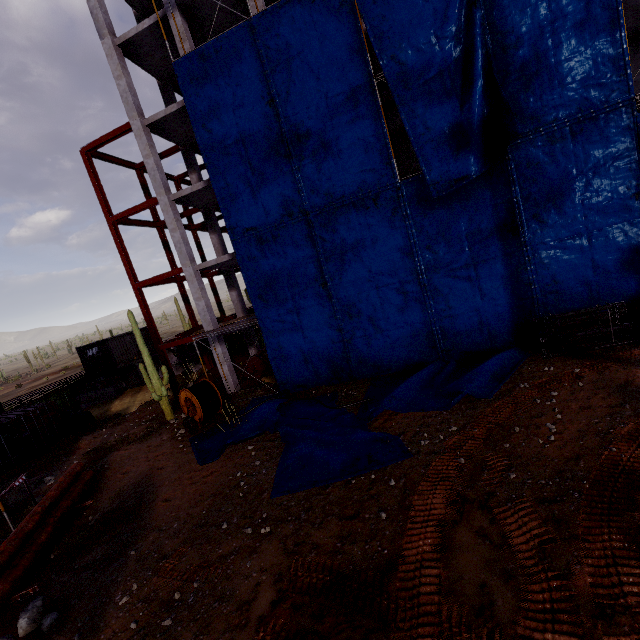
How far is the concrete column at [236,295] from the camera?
22.0 meters

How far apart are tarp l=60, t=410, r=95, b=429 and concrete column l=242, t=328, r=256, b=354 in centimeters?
1098cm

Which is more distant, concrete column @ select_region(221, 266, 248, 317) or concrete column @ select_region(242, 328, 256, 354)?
concrete column @ select_region(242, 328, 256, 354)

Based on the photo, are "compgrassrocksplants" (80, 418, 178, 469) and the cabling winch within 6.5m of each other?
yes

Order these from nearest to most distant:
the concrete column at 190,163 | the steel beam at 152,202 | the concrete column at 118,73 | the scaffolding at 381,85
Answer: the scaffolding at 381,85, the concrete column at 118,73, the steel beam at 152,202, the concrete column at 190,163

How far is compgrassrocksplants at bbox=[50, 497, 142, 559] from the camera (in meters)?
8.96

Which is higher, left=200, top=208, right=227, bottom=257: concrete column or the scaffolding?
the scaffolding

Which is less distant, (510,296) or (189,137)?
(510,296)
